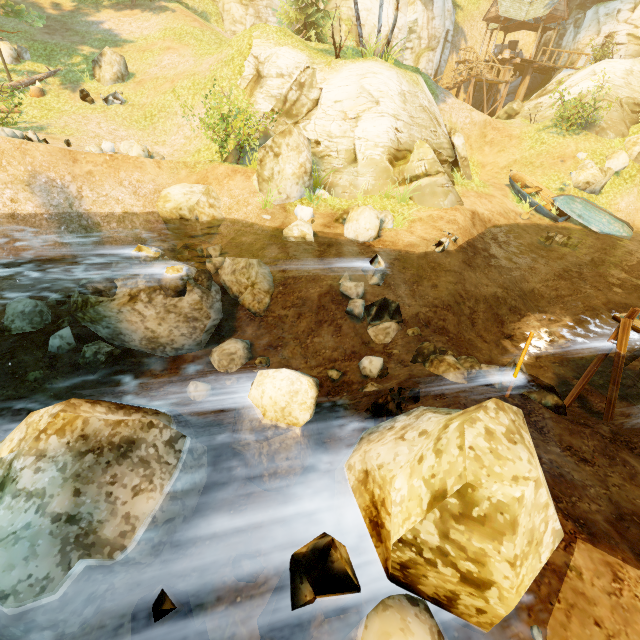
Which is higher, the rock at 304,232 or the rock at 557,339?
the rock at 304,232

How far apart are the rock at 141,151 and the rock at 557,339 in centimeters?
1593cm

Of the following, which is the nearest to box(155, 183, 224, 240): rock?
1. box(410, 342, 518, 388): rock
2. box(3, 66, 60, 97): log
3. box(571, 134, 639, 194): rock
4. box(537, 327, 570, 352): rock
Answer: box(410, 342, 518, 388): rock

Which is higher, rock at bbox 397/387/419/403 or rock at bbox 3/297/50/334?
rock at bbox 397/387/419/403

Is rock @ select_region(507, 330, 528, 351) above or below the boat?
below

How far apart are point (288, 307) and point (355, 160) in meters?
8.1 m

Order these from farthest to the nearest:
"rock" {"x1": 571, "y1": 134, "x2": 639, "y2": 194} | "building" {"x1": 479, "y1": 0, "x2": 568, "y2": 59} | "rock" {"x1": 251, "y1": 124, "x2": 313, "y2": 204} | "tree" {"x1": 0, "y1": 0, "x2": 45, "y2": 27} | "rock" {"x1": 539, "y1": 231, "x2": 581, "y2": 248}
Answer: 1. "building" {"x1": 479, "y1": 0, "x2": 568, "y2": 59}
2. "rock" {"x1": 571, "y1": 134, "x2": 639, "y2": 194}
3. "tree" {"x1": 0, "y1": 0, "x2": 45, "y2": 27}
4. "rock" {"x1": 539, "y1": 231, "x2": 581, "y2": 248}
5. "rock" {"x1": 251, "y1": 124, "x2": 313, "y2": 204}

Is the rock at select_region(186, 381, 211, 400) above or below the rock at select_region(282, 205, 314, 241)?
below
